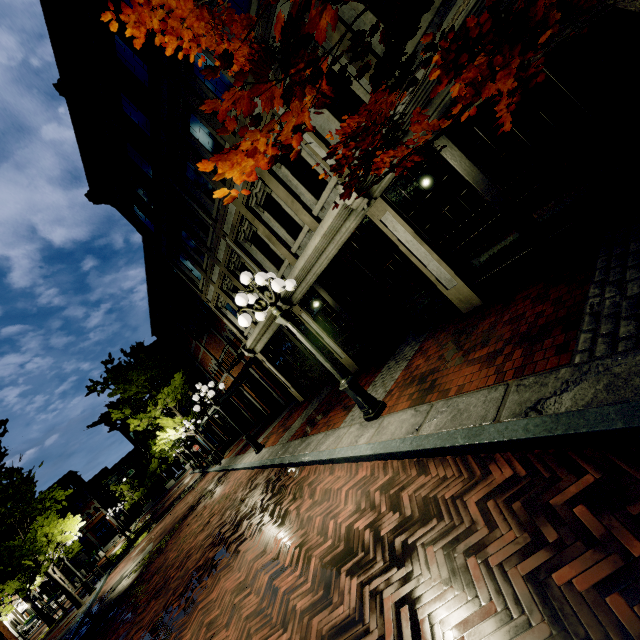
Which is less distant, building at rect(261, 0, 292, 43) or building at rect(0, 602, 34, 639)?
building at rect(261, 0, 292, 43)

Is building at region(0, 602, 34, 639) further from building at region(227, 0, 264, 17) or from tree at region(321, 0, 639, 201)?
building at region(227, 0, 264, 17)

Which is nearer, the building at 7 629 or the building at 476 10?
the building at 476 10

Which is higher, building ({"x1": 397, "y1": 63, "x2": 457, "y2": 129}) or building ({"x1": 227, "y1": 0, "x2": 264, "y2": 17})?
building ({"x1": 227, "y1": 0, "x2": 264, "y2": 17})

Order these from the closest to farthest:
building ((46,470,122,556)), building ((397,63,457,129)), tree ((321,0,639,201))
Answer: tree ((321,0,639,201)), building ((397,63,457,129)), building ((46,470,122,556))

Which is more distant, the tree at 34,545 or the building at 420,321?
the tree at 34,545

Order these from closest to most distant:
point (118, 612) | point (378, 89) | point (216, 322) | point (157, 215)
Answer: point (378, 89) → point (118, 612) → point (157, 215) → point (216, 322)

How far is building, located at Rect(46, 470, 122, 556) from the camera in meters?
46.6
